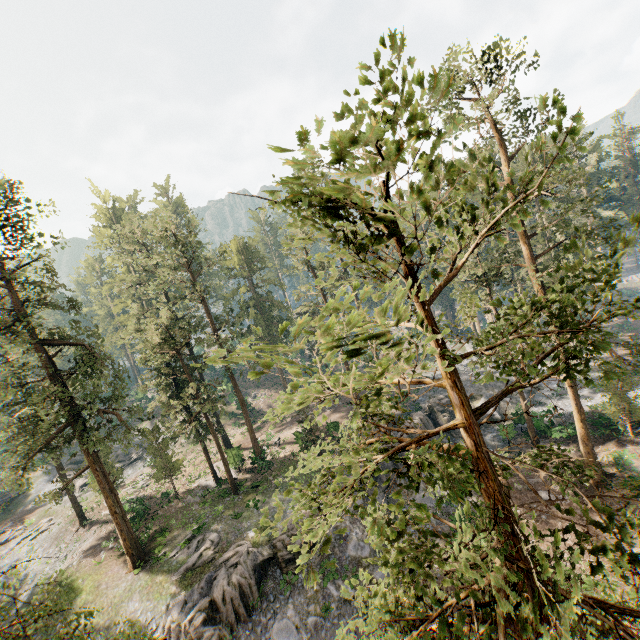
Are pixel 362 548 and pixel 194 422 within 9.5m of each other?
no

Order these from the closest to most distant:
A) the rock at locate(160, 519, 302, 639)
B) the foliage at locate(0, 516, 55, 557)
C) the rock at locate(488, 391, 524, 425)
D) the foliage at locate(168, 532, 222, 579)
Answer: the rock at locate(160, 519, 302, 639) < the foliage at locate(168, 532, 222, 579) < the rock at locate(488, 391, 524, 425) < the foliage at locate(0, 516, 55, 557)

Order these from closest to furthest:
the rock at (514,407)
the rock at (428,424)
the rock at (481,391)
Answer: the rock at (514,407)
the rock at (428,424)
the rock at (481,391)

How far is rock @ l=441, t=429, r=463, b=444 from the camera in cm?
3312

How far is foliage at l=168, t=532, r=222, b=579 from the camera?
23.81m

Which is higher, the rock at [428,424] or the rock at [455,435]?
the rock at [428,424]

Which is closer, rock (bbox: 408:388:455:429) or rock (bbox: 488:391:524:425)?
rock (bbox: 488:391:524:425)
